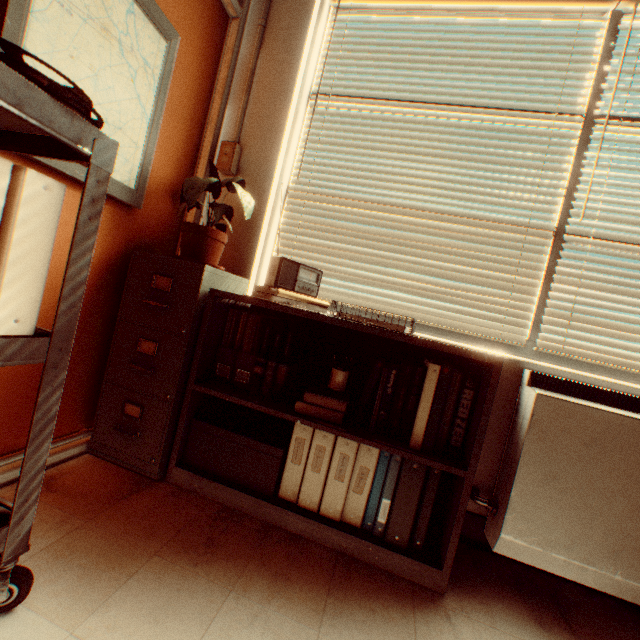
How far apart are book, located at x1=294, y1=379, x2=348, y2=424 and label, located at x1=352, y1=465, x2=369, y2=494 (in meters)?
0.19

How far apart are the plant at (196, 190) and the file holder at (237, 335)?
0.3 meters

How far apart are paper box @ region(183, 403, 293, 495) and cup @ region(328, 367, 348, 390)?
0.4 meters

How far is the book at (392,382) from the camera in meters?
1.5 m

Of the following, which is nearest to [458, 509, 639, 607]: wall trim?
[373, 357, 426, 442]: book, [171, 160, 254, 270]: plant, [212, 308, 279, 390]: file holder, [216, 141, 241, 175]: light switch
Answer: [373, 357, 426, 442]: book

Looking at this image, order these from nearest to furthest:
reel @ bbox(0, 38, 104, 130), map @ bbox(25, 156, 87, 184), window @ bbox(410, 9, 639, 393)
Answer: reel @ bbox(0, 38, 104, 130) < map @ bbox(25, 156, 87, 184) < window @ bbox(410, 9, 639, 393)

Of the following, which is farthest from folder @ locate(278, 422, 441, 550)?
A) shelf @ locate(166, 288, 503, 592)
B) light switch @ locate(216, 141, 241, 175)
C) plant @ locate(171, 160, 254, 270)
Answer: light switch @ locate(216, 141, 241, 175)

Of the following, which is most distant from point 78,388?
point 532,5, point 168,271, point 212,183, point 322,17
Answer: point 532,5
